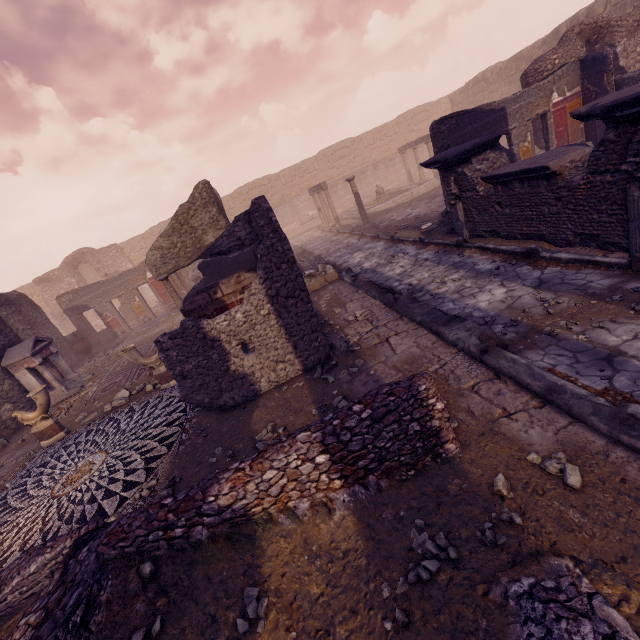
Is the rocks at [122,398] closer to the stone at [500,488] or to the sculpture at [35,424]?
the sculpture at [35,424]

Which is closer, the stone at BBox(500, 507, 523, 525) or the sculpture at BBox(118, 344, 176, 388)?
the stone at BBox(500, 507, 523, 525)

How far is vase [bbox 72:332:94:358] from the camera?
14.3 meters

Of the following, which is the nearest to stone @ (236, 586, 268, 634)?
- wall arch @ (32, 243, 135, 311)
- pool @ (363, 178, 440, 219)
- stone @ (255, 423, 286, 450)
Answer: stone @ (255, 423, 286, 450)

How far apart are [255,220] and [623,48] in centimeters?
1605cm

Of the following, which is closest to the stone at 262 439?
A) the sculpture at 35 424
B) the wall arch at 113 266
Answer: the sculpture at 35 424

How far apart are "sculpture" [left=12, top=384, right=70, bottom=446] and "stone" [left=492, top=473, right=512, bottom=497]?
8.9 meters

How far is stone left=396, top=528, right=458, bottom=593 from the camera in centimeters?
219cm
